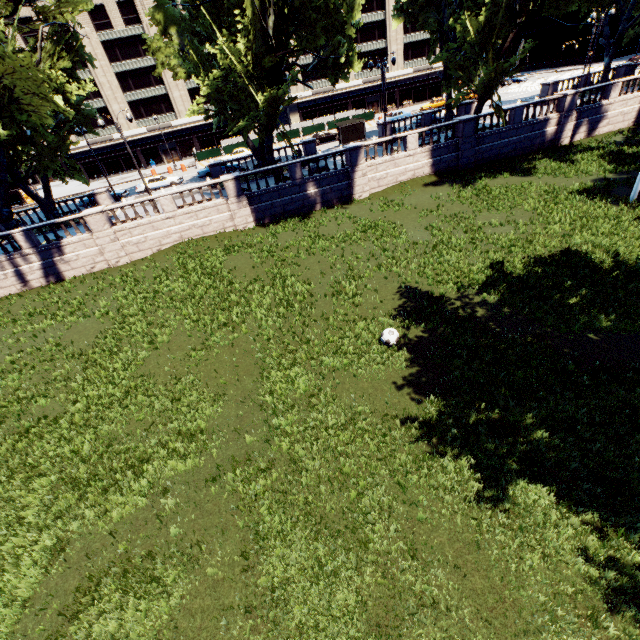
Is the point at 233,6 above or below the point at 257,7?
above

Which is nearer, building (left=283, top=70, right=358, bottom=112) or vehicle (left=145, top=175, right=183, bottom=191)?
vehicle (left=145, top=175, right=183, bottom=191)

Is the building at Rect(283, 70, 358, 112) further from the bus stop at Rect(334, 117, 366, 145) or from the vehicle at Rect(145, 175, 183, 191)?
the bus stop at Rect(334, 117, 366, 145)

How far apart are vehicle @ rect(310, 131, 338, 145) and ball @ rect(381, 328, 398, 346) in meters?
40.3 m

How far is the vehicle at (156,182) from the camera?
37.2m

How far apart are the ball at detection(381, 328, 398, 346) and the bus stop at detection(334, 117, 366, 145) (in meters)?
33.93

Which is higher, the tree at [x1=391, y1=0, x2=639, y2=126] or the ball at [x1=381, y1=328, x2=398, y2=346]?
the tree at [x1=391, y1=0, x2=639, y2=126]

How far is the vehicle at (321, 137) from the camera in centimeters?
4391cm
